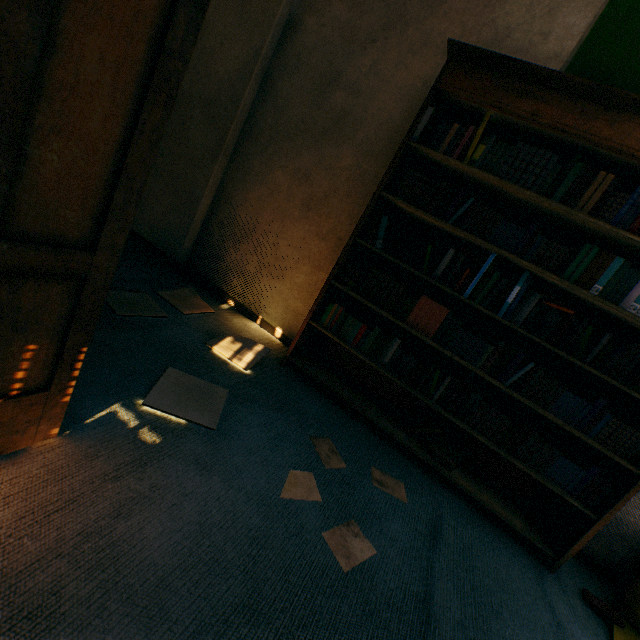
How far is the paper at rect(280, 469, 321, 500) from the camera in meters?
1.4

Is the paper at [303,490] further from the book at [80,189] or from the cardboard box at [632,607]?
the cardboard box at [632,607]

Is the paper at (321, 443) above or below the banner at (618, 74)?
below

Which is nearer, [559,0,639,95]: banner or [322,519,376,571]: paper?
[322,519,376,571]: paper

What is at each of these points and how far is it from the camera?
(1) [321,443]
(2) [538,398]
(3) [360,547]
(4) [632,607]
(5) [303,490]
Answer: (1) paper, 1.8 meters
(2) book, 1.8 meters
(3) paper, 1.3 meters
(4) cardboard box, 1.7 meters
(5) paper, 1.4 meters

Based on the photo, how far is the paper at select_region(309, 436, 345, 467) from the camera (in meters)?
1.66

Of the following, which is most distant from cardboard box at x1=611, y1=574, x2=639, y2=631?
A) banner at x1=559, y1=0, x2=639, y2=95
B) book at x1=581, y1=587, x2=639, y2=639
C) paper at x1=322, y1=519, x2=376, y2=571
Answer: banner at x1=559, y1=0, x2=639, y2=95

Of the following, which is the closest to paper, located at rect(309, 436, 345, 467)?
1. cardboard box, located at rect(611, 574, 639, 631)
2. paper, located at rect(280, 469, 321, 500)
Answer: paper, located at rect(280, 469, 321, 500)
